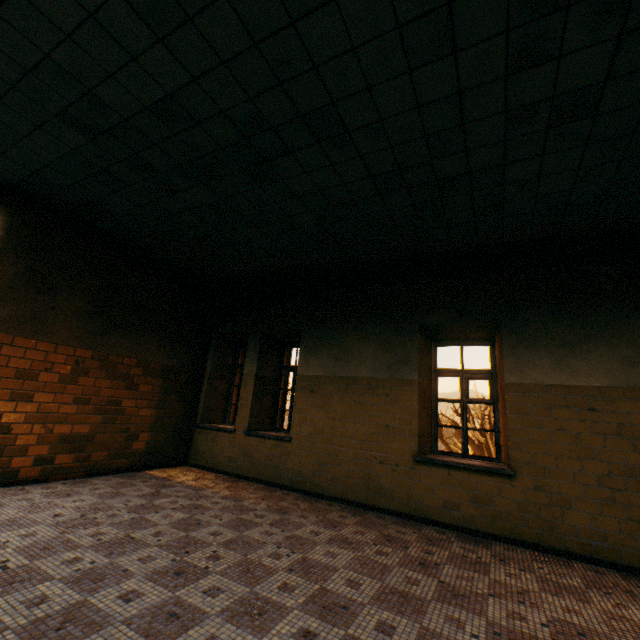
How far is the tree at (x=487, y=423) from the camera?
18.06m

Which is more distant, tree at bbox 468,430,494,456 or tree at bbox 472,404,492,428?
tree at bbox 472,404,492,428

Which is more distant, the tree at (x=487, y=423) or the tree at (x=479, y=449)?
the tree at (x=487, y=423)

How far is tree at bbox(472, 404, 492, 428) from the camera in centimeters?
1806cm

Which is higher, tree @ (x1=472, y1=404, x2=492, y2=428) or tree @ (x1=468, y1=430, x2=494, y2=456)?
tree @ (x1=472, y1=404, x2=492, y2=428)

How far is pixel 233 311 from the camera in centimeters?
741cm
